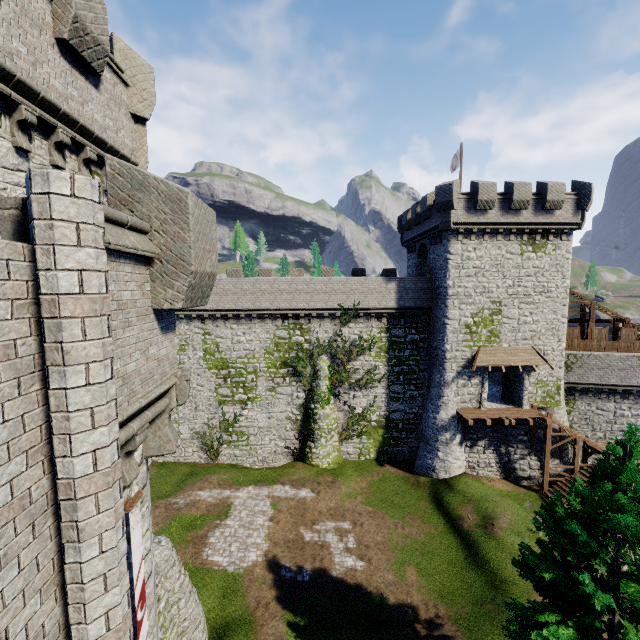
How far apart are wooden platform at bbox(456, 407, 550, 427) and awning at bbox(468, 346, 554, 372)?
3.1m

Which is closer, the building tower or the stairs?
the building tower

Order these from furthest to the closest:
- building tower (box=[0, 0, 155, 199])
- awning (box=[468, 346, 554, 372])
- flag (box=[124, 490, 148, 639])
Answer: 1. awning (box=[468, 346, 554, 372])
2. building tower (box=[0, 0, 155, 199])
3. flag (box=[124, 490, 148, 639])

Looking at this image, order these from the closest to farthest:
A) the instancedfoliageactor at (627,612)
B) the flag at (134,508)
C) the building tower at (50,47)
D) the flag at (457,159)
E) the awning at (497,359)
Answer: the flag at (134,508) < the building tower at (50,47) < the instancedfoliageactor at (627,612) < the awning at (497,359) < the flag at (457,159)

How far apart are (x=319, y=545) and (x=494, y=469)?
15.6 meters

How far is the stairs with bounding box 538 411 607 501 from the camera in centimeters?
2383cm

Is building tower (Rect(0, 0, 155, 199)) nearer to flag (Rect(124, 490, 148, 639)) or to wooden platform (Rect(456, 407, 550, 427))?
flag (Rect(124, 490, 148, 639))

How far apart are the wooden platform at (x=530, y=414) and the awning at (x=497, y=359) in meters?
3.1
